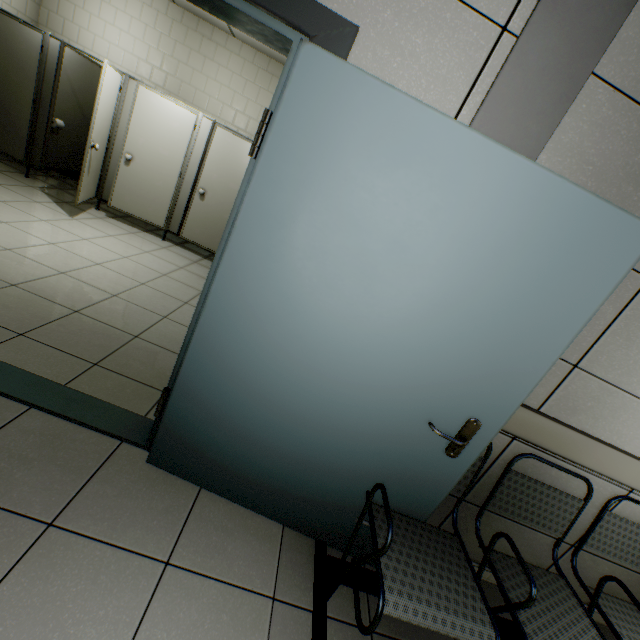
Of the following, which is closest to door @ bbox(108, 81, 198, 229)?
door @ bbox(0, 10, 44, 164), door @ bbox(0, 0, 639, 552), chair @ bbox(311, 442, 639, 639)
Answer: door @ bbox(0, 10, 44, 164)

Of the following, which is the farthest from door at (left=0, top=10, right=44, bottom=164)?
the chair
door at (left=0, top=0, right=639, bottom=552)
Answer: the chair

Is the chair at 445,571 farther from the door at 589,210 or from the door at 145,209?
the door at 145,209

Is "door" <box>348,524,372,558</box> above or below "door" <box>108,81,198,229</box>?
below

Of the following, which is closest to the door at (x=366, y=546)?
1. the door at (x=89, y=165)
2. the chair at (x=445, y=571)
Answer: the chair at (x=445, y=571)

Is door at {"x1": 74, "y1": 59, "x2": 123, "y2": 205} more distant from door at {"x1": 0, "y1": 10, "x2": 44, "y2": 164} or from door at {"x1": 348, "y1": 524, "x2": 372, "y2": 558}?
door at {"x1": 348, "y1": 524, "x2": 372, "y2": 558}

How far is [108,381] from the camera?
2.12m
